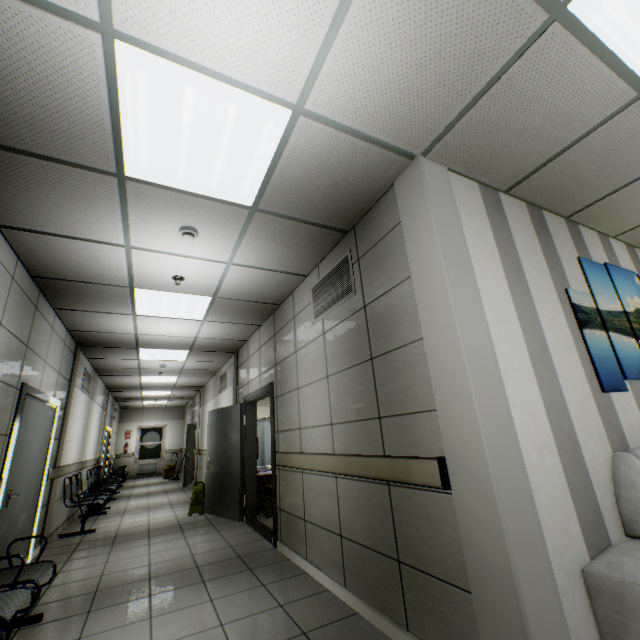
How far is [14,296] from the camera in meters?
3.3 m

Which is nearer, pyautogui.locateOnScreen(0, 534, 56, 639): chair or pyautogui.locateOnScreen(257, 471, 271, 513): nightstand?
pyautogui.locateOnScreen(0, 534, 56, 639): chair

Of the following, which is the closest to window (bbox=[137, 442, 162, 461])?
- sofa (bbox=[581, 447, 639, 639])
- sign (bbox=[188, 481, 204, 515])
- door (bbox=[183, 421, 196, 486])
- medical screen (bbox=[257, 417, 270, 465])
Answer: door (bbox=[183, 421, 196, 486])

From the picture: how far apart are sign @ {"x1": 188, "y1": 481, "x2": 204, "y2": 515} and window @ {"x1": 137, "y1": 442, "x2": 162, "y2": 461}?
11.31m

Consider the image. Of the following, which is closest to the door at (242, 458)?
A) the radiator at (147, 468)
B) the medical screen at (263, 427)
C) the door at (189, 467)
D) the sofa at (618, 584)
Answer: the medical screen at (263, 427)

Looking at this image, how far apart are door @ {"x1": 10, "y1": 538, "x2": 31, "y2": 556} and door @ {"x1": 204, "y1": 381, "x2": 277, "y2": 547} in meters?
2.7

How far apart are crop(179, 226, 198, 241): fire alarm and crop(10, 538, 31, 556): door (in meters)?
2.85

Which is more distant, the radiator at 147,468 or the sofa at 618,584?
the radiator at 147,468
